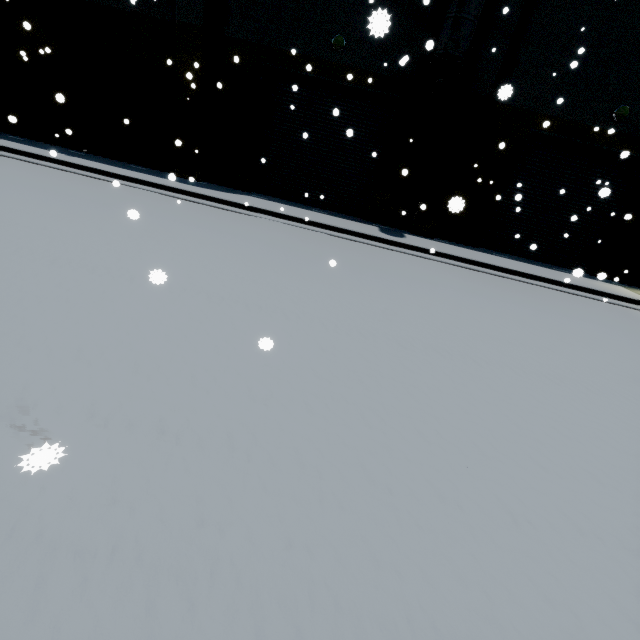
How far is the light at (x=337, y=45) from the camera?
10.9 meters

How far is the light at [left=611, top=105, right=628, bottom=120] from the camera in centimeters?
1098cm

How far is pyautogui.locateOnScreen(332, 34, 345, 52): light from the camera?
10.9 meters

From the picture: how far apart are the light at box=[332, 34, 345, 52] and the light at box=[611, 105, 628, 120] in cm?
962

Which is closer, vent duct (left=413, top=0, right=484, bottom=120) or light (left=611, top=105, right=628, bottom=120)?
vent duct (left=413, top=0, right=484, bottom=120)

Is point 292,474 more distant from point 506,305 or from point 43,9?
point 43,9

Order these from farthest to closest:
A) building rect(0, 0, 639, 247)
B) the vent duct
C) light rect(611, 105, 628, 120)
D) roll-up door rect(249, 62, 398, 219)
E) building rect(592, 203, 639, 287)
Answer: building rect(592, 203, 639, 287) < roll-up door rect(249, 62, 398, 219) < light rect(611, 105, 628, 120) < building rect(0, 0, 639, 247) < the vent duct

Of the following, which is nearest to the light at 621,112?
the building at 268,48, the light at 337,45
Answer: the building at 268,48
